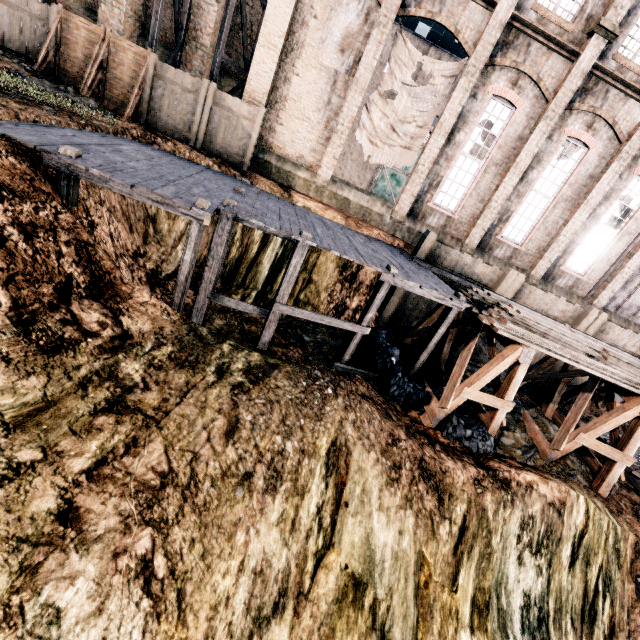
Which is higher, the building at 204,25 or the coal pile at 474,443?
the building at 204,25

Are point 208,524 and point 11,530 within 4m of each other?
yes

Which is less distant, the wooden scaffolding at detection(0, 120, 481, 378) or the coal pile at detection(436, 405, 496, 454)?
the wooden scaffolding at detection(0, 120, 481, 378)

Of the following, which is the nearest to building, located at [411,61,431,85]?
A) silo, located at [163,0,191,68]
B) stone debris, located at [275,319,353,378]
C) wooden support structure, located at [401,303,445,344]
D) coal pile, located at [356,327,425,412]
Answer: silo, located at [163,0,191,68]

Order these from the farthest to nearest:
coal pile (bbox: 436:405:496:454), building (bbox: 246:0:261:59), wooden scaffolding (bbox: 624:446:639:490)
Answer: building (bbox: 246:0:261:59) < wooden scaffolding (bbox: 624:446:639:490) < coal pile (bbox: 436:405:496:454)

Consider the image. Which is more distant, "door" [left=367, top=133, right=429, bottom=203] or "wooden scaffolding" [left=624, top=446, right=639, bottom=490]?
"door" [left=367, top=133, right=429, bottom=203]

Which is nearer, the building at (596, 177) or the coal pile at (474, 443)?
the coal pile at (474, 443)

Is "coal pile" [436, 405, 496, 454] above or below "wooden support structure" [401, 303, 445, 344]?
below
